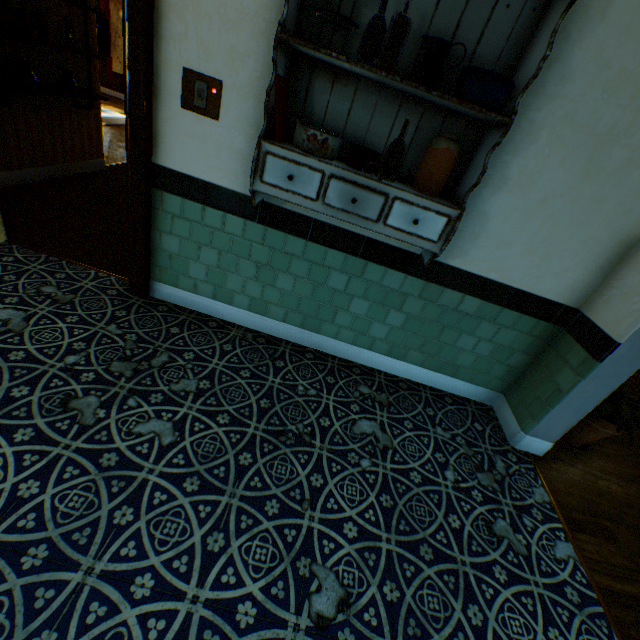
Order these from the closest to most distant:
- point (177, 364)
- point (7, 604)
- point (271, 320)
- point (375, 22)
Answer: point (7, 604)
point (375, 22)
point (177, 364)
point (271, 320)

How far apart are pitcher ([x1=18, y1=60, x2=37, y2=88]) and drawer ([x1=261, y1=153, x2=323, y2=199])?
3.5m

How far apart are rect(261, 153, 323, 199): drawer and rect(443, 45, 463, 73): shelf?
0.0 meters

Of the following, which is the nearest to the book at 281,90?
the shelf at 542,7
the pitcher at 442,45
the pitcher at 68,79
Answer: the shelf at 542,7

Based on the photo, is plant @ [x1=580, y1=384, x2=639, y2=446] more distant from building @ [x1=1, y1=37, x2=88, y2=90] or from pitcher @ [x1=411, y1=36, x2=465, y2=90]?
pitcher @ [x1=411, y1=36, x2=465, y2=90]

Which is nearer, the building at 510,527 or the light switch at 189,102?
the building at 510,527

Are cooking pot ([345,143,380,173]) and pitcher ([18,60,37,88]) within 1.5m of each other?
no

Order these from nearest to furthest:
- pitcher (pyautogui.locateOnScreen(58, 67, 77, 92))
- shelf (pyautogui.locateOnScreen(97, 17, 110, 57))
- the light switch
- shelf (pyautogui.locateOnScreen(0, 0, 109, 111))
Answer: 1. the light switch
2. shelf (pyautogui.locateOnScreen(0, 0, 109, 111))
3. pitcher (pyautogui.locateOnScreen(58, 67, 77, 92))
4. shelf (pyautogui.locateOnScreen(97, 17, 110, 57))
